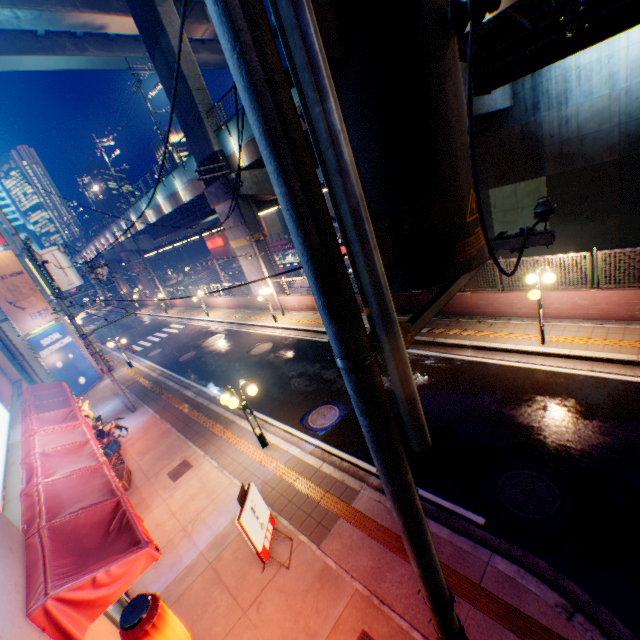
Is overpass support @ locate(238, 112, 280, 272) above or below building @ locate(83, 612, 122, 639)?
above

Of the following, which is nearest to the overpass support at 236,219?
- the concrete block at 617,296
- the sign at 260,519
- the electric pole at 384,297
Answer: the concrete block at 617,296

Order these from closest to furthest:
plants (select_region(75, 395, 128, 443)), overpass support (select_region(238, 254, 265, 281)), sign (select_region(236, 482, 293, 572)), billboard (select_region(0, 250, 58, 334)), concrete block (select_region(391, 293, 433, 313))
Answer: sign (select_region(236, 482, 293, 572)), plants (select_region(75, 395, 128, 443)), concrete block (select_region(391, 293, 433, 313)), billboard (select_region(0, 250, 58, 334)), overpass support (select_region(238, 254, 265, 281))

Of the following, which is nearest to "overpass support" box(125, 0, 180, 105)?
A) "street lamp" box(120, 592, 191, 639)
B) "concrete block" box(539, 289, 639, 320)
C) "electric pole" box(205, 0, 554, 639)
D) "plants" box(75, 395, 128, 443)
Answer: "concrete block" box(539, 289, 639, 320)

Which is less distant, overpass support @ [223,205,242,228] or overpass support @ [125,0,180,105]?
overpass support @ [125,0,180,105]

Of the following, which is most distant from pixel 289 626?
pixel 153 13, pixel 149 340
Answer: pixel 153 13

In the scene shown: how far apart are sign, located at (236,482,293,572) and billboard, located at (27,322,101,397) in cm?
1788

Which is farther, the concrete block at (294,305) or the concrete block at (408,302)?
the concrete block at (294,305)
